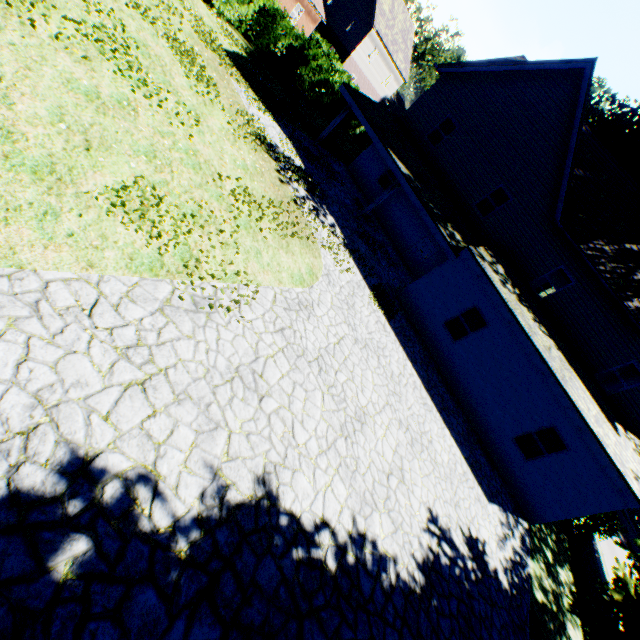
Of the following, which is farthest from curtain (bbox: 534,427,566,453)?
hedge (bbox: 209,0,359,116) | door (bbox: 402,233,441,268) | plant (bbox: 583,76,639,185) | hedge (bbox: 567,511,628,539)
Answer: hedge (bbox: 209,0,359,116)

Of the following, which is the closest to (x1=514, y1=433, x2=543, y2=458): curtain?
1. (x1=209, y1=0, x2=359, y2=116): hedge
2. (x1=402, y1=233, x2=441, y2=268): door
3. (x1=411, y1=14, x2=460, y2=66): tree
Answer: (x1=402, y1=233, x2=441, y2=268): door

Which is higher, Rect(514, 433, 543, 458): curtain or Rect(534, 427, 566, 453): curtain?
Rect(534, 427, 566, 453): curtain

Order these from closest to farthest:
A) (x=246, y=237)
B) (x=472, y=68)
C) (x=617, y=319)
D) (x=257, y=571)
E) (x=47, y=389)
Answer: (x=47, y=389) < (x=257, y=571) < (x=246, y=237) < (x=617, y=319) < (x=472, y=68)

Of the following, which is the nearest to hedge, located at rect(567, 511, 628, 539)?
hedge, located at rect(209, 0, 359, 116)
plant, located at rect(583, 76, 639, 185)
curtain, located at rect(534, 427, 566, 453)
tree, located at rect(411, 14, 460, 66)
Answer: hedge, located at rect(209, 0, 359, 116)

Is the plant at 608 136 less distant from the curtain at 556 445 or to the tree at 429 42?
the tree at 429 42

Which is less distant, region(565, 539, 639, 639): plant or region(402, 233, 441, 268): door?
region(565, 539, 639, 639): plant

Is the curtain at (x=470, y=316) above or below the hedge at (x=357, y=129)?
above
